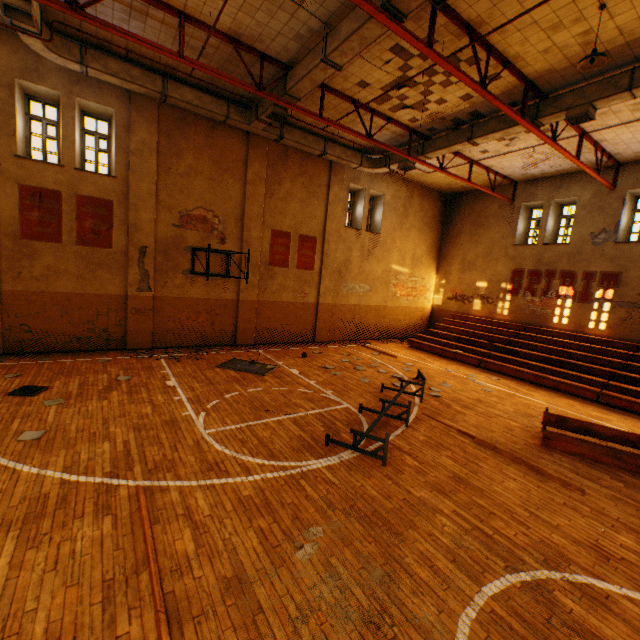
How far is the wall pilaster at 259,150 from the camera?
12.8 meters

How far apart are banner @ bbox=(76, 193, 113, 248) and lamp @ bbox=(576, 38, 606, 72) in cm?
1275

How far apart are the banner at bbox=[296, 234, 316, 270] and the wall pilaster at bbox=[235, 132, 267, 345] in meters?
1.7

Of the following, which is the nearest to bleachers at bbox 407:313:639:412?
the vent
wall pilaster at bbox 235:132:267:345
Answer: wall pilaster at bbox 235:132:267:345

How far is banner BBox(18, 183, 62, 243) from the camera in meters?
9.4

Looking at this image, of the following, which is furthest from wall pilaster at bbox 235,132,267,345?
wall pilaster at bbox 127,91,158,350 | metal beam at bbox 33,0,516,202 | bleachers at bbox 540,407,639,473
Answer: bleachers at bbox 540,407,639,473

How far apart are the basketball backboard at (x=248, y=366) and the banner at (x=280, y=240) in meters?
4.5 m

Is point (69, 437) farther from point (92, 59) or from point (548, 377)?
point (548, 377)
